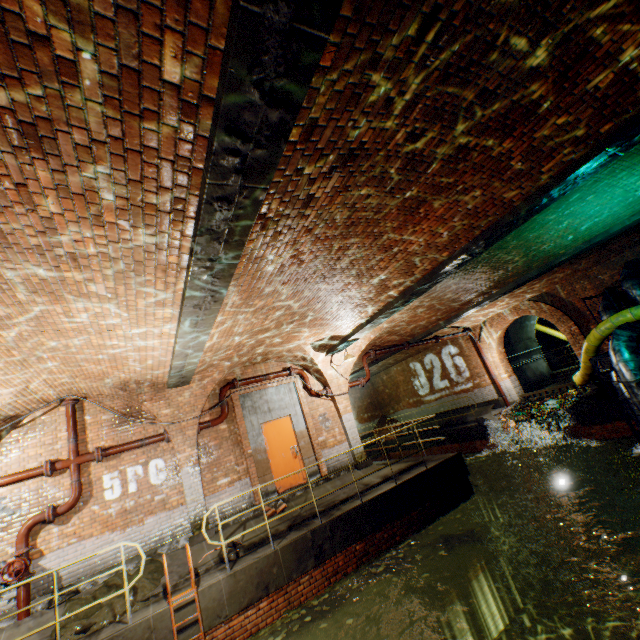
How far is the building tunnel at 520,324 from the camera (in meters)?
17.89

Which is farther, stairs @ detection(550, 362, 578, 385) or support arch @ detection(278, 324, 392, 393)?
stairs @ detection(550, 362, 578, 385)

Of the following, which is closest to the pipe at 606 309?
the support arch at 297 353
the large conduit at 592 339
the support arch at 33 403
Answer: the large conduit at 592 339

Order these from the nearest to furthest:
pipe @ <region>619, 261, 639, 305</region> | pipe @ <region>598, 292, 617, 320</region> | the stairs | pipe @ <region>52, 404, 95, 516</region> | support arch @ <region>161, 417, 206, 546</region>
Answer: pipe @ <region>52, 404, 95, 516</region> < support arch @ <region>161, 417, 206, 546</region> < pipe @ <region>619, 261, 639, 305</region> < pipe @ <region>598, 292, 617, 320</region> < the stairs

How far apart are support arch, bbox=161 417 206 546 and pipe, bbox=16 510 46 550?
2.60m

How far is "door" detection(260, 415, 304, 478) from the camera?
10.0 meters

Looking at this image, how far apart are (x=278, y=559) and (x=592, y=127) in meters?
9.3 m

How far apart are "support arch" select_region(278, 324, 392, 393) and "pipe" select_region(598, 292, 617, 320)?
6.69m
